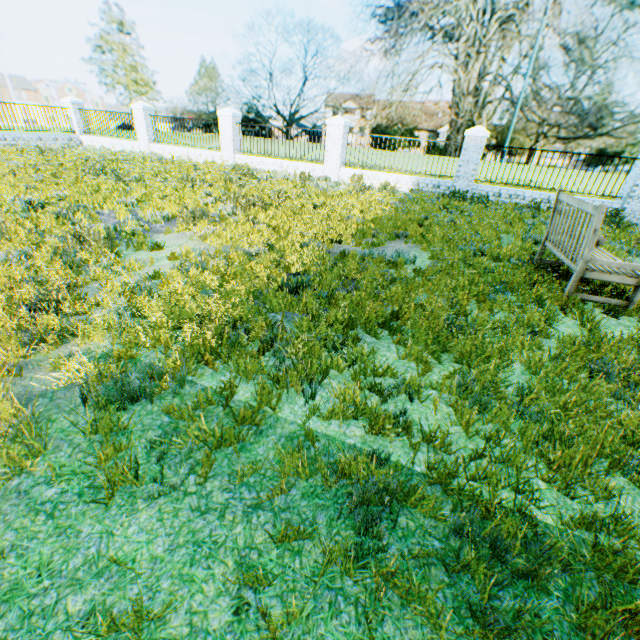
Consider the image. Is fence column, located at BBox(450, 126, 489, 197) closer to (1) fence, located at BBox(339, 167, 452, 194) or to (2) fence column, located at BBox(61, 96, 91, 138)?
(1) fence, located at BBox(339, 167, 452, 194)

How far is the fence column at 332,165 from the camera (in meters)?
13.47

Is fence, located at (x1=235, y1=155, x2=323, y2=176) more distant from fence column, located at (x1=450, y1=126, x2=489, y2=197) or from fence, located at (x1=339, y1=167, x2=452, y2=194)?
fence column, located at (x1=450, y1=126, x2=489, y2=197)

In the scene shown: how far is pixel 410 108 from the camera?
55.5m

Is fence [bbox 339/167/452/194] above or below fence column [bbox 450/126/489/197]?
below

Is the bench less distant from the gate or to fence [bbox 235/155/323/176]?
the gate

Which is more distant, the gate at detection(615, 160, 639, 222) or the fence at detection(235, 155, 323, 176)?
the fence at detection(235, 155, 323, 176)

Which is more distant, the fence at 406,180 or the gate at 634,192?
the fence at 406,180
